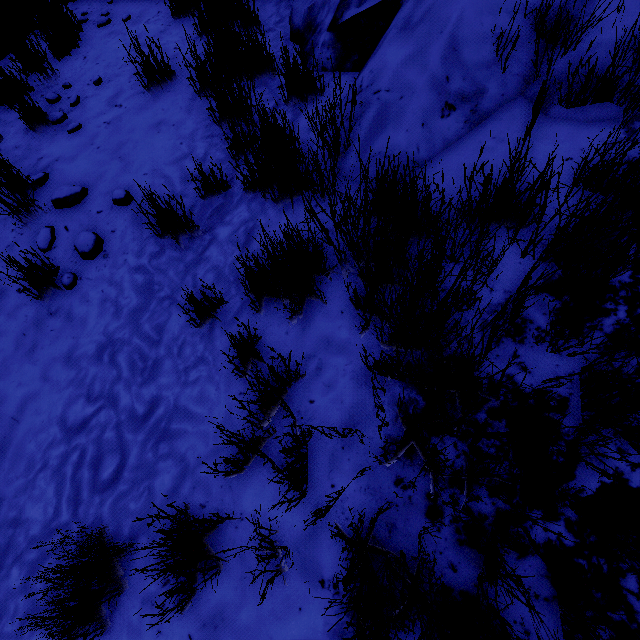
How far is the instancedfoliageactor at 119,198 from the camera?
2.5 meters

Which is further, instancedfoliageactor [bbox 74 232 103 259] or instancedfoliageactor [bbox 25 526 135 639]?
instancedfoliageactor [bbox 74 232 103 259]

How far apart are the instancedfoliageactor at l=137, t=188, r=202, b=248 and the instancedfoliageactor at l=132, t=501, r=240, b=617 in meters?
1.0

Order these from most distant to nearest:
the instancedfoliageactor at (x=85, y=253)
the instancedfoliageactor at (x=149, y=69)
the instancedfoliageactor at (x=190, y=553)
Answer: the instancedfoliageactor at (x=149, y=69) < the instancedfoliageactor at (x=85, y=253) < the instancedfoliageactor at (x=190, y=553)

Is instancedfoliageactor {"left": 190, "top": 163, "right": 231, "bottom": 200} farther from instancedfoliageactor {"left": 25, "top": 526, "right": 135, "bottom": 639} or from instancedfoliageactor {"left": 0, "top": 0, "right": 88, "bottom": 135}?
instancedfoliageactor {"left": 0, "top": 0, "right": 88, "bottom": 135}

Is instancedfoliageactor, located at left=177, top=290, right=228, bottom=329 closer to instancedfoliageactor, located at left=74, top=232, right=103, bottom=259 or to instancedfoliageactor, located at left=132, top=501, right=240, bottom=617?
instancedfoliageactor, located at left=132, top=501, right=240, bottom=617

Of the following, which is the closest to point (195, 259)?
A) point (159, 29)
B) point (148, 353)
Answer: point (148, 353)

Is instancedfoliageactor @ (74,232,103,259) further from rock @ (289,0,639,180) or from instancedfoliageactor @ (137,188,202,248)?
rock @ (289,0,639,180)
